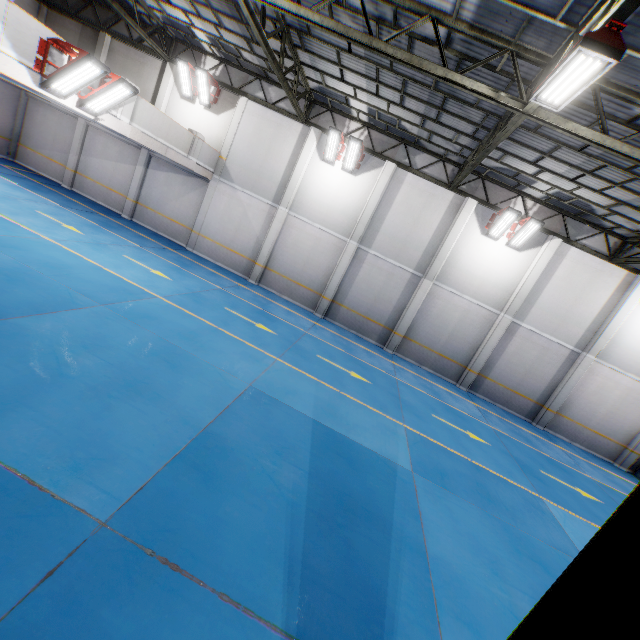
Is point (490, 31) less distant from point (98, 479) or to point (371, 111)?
point (371, 111)

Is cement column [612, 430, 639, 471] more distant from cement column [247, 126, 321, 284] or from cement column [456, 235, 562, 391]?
cement column [247, 126, 321, 284]

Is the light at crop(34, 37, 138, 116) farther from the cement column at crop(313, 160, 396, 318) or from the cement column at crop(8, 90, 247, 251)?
the cement column at crop(313, 160, 396, 318)

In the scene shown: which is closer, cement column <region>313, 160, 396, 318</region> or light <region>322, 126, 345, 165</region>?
light <region>322, 126, 345, 165</region>

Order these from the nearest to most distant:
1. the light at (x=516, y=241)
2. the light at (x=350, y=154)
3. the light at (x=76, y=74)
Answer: the light at (x=76, y=74), the light at (x=516, y=241), the light at (x=350, y=154)

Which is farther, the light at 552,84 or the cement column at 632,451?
the cement column at 632,451

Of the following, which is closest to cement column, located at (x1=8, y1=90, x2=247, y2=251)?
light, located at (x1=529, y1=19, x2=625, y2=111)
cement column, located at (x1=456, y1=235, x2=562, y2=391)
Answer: light, located at (x1=529, y1=19, x2=625, y2=111)

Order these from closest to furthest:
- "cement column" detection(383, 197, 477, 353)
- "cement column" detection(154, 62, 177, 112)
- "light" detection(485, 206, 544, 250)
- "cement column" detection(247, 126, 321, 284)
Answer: "light" detection(485, 206, 544, 250)
"cement column" detection(383, 197, 477, 353)
"cement column" detection(247, 126, 321, 284)
"cement column" detection(154, 62, 177, 112)
